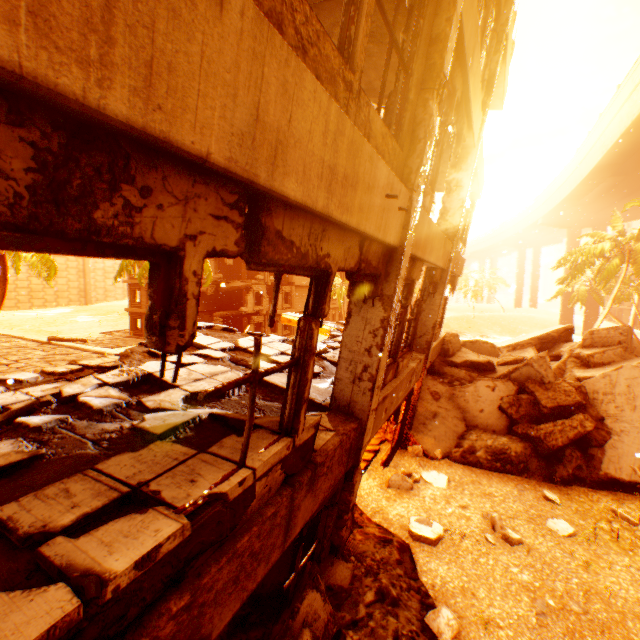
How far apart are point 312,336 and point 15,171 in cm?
208

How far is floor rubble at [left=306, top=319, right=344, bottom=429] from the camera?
4.6 meters

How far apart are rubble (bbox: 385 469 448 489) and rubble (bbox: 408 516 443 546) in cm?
117

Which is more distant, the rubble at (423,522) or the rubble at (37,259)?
the rubble at (37,259)

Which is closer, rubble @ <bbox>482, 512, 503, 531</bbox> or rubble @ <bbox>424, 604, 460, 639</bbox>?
rubble @ <bbox>424, 604, 460, 639</bbox>

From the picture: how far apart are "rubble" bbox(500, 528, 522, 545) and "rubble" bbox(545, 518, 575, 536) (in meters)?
0.94

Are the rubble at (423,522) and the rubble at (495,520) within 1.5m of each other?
yes

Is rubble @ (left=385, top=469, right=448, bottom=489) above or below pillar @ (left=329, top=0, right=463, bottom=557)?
below
